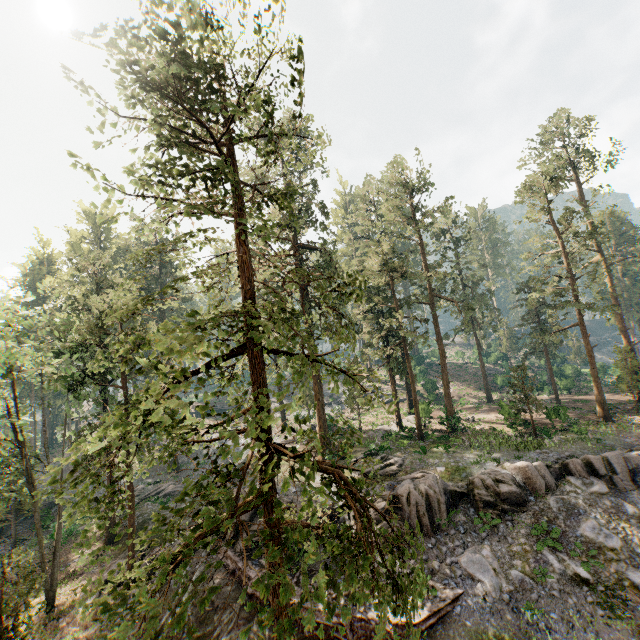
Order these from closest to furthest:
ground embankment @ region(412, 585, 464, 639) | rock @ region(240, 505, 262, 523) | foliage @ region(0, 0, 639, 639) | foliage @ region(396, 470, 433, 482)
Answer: foliage @ region(0, 0, 639, 639), ground embankment @ region(412, 585, 464, 639), rock @ region(240, 505, 262, 523), foliage @ region(396, 470, 433, 482)

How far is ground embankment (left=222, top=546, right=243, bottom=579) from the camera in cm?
1877

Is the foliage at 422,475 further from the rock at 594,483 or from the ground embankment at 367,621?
the ground embankment at 367,621

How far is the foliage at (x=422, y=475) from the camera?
21.3 meters

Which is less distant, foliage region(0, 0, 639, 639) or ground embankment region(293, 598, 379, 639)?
foliage region(0, 0, 639, 639)

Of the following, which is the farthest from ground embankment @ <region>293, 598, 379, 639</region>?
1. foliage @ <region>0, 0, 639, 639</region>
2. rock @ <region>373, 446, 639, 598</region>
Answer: foliage @ <region>0, 0, 639, 639</region>

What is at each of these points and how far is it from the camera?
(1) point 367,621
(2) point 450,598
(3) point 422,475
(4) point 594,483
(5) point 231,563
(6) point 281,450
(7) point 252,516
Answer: (1) ground embankment, 14.0 meters
(2) ground embankment, 14.5 meters
(3) foliage, 21.7 meters
(4) rock, 18.9 meters
(5) ground embankment, 19.3 meters
(6) foliage, 6.5 meters
(7) rock, 21.0 meters
